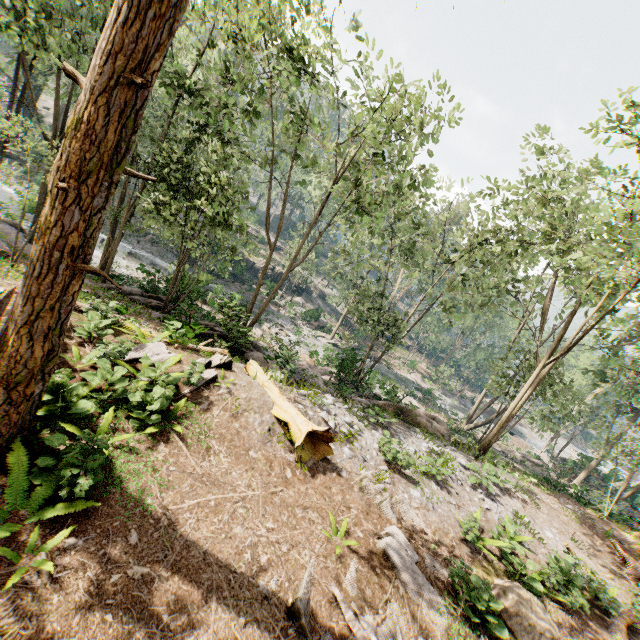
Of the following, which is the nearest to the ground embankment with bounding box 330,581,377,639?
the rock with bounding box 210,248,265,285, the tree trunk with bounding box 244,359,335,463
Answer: the tree trunk with bounding box 244,359,335,463

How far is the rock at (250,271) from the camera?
39.34m

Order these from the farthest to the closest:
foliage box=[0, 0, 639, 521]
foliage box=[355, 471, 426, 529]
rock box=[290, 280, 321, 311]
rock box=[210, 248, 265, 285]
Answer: rock box=[290, 280, 321, 311] → rock box=[210, 248, 265, 285] → foliage box=[355, 471, 426, 529] → foliage box=[0, 0, 639, 521]

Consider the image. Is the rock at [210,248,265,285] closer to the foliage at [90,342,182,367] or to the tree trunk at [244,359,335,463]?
the foliage at [90,342,182,367]

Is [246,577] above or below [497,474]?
below

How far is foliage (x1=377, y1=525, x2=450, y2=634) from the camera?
7.0m

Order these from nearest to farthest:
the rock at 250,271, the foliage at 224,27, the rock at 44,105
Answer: the foliage at 224,27, the rock at 250,271, the rock at 44,105
